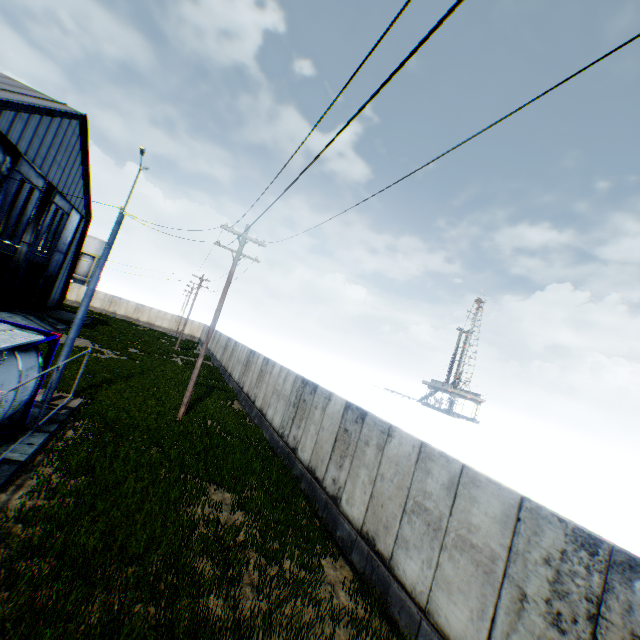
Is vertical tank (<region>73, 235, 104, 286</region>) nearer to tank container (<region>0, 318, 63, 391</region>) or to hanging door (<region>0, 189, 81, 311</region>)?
hanging door (<region>0, 189, 81, 311</region>)

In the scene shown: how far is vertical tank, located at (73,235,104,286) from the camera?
58.6m

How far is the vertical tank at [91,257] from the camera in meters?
58.6 m

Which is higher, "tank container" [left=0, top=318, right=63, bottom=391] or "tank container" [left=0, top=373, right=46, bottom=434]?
"tank container" [left=0, top=318, right=63, bottom=391]

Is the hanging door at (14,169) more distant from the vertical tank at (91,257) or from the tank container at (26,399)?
the vertical tank at (91,257)

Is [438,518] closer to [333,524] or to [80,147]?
[333,524]

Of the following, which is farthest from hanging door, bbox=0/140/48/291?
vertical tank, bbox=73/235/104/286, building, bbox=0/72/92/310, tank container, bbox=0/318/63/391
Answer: vertical tank, bbox=73/235/104/286
